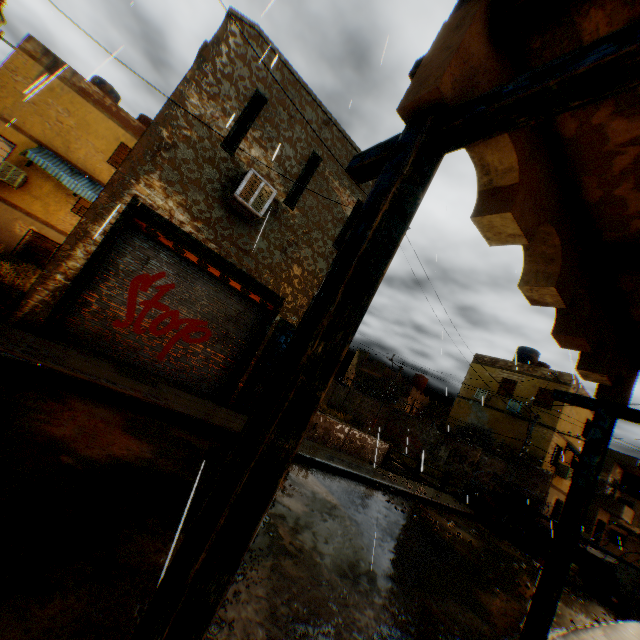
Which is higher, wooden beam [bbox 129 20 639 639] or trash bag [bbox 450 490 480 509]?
wooden beam [bbox 129 20 639 639]

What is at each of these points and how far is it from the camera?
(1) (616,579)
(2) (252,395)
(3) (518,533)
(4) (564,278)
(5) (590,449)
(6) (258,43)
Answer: (1) shutter, 11.0 meters
(2) door, 9.1 meters
(3) trash bag, 12.4 meters
(4) building, 2.6 meters
(5) wooden beam, 4.0 meters
(6) building, 7.9 meters

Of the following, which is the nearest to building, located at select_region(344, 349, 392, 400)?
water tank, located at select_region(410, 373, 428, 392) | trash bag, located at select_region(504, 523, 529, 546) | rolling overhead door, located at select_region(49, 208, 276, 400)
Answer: rolling overhead door, located at select_region(49, 208, 276, 400)

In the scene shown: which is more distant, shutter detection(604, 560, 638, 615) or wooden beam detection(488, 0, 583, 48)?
shutter detection(604, 560, 638, 615)

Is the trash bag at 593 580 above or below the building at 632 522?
below

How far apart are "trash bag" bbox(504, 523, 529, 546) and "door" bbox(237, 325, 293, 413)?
10.7 meters

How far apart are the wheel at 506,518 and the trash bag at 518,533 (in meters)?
0.13

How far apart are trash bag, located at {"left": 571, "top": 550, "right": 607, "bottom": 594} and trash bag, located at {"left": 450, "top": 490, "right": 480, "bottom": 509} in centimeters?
285cm
